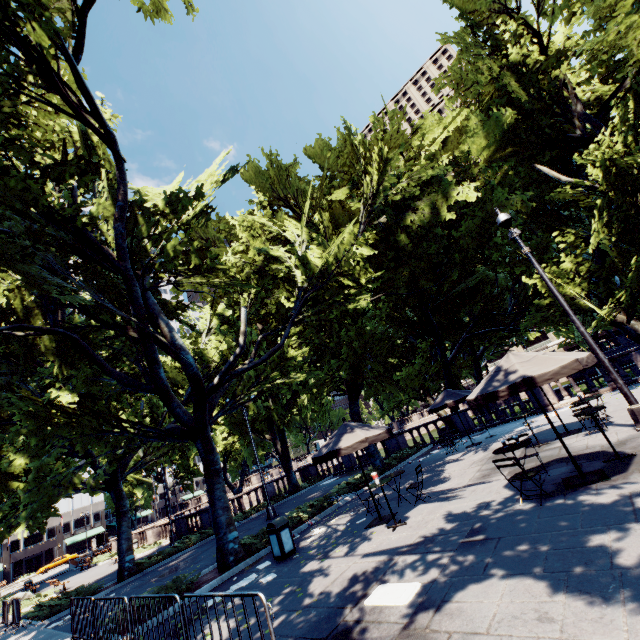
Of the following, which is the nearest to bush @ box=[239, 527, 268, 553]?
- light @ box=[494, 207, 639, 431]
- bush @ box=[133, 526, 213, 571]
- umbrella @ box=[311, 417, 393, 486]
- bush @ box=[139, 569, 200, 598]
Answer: bush @ box=[139, 569, 200, 598]

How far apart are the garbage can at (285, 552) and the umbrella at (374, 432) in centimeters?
190cm

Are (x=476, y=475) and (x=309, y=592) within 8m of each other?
yes

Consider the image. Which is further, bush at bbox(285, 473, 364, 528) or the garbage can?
bush at bbox(285, 473, 364, 528)

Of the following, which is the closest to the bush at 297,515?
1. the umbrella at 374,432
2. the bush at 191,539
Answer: the umbrella at 374,432

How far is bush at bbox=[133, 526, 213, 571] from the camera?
16.98m

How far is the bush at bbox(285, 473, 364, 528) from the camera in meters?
13.5 m

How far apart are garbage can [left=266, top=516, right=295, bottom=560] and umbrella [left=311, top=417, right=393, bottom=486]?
1.90m
